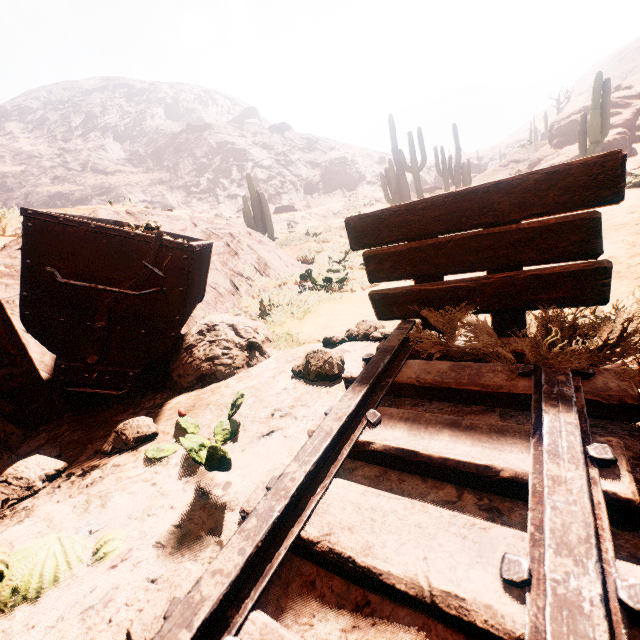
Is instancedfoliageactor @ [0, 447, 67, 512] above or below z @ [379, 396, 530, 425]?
above

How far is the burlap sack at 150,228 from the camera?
2.5m

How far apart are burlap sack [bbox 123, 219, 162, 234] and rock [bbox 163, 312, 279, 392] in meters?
0.3

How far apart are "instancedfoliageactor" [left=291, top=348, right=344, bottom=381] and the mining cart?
0.9 meters

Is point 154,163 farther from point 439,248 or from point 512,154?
point 439,248

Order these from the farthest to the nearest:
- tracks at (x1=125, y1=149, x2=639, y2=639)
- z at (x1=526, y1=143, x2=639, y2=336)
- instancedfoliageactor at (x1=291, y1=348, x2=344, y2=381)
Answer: instancedfoliageactor at (x1=291, y1=348, x2=344, y2=381) → z at (x1=526, y1=143, x2=639, y2=336) → tracks at (x1=125, y1=149, x2=639, y2=639)

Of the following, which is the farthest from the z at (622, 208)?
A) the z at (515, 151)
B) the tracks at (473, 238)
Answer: the z at (515, 151)

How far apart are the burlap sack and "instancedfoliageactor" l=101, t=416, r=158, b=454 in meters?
1.0
